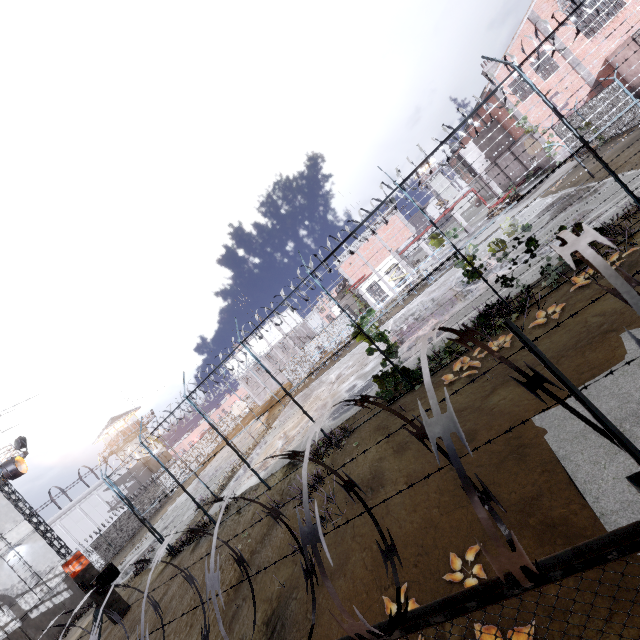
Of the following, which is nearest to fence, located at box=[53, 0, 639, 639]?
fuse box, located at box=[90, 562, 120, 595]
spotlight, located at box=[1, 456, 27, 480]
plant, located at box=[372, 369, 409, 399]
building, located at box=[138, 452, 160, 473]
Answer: plant, located at box=[372, 369, 409, 399]

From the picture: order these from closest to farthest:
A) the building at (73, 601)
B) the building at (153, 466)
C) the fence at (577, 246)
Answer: the fence at (577, 246) → the building at (73, 601) → the building at (153, 466)

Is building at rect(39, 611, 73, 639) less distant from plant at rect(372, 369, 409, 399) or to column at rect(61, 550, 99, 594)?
column at rect(61, 550, 99, 594)

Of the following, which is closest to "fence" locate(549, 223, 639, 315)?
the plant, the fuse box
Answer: the plant

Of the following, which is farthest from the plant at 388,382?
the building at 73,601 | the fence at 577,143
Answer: the building at 73,601

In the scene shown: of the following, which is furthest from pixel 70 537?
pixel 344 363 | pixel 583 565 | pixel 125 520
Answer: pixel 583 565

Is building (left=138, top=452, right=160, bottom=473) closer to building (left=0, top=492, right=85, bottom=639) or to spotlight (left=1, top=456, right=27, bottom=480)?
building (left=0, top=492, right=85, bottom=639)

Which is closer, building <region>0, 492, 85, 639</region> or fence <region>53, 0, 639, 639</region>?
fence <region>53, 0, 639, 639</region>
